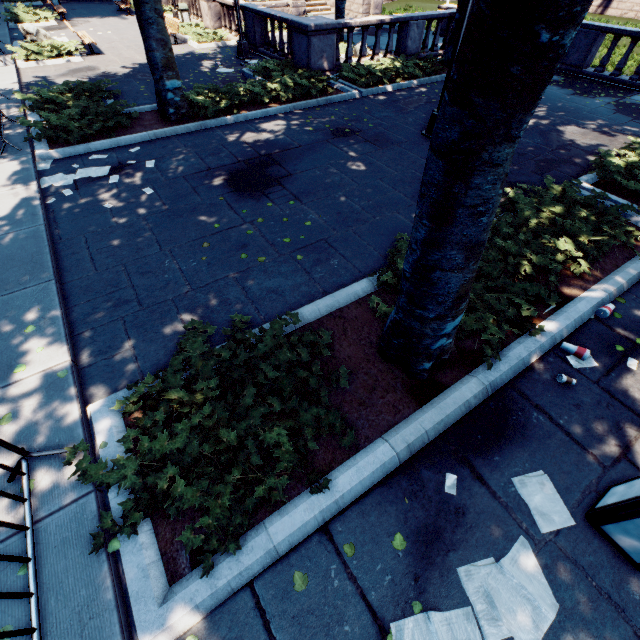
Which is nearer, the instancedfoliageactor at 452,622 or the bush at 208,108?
the instancedfoliageactor at 452,622

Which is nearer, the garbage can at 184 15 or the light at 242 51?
the light at 242 51

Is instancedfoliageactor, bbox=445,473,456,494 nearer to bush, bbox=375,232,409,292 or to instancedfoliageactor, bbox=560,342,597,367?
bush, bbox=375,232,409,292

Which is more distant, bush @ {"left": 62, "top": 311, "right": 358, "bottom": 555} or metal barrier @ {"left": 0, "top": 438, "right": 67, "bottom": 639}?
bush @ {"left": 62, "top": 311, "right": 358, "bottom": 555}

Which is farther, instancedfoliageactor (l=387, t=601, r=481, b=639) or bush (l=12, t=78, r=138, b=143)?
bush (l=12, t=78, r=138, b=143)

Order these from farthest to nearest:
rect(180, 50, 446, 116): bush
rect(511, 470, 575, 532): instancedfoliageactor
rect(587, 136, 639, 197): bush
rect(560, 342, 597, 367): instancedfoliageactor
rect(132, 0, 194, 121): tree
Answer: rect(180, 50, 446, 116): bush, rect(132, 0, 194, 121): tree, rect(587, 136, 639, 197): bush, rect(560, 342, 597, 367): instancedfoliageactor, rect(511, 470, 575, 532): instancedfoliageactor

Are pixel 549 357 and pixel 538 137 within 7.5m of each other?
no

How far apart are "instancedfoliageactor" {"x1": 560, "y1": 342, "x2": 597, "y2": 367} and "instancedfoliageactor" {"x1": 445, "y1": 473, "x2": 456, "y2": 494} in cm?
238
